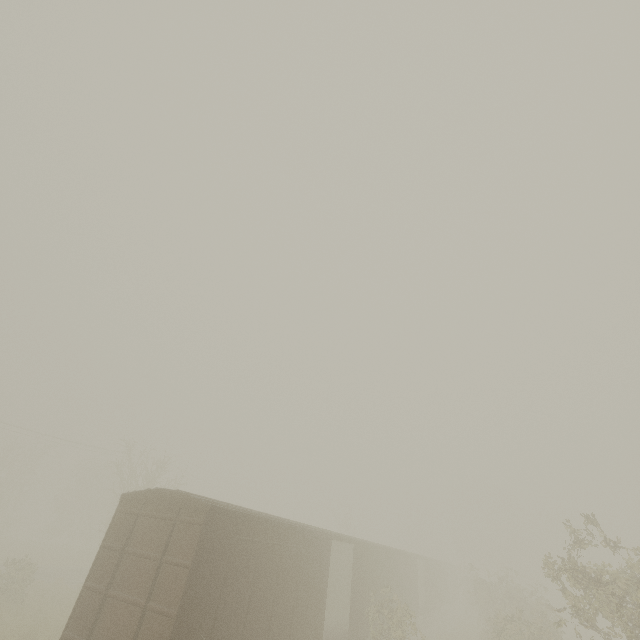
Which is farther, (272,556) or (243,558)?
(272,556)
